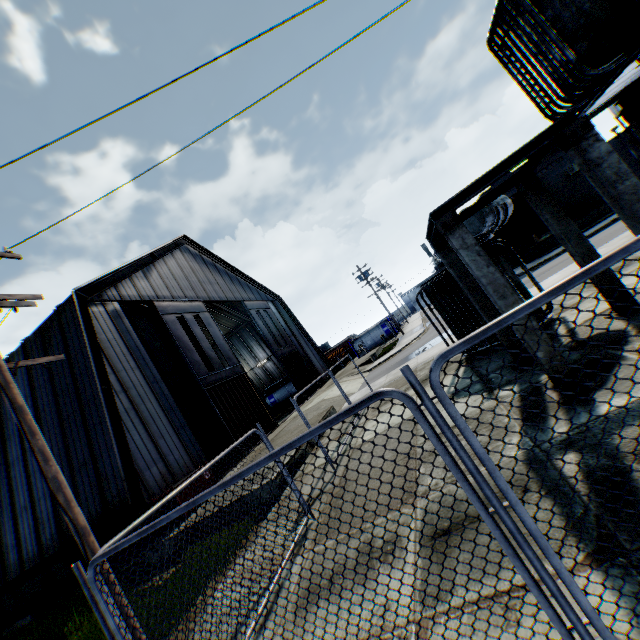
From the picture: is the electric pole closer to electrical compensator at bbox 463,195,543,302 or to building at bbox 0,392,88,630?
building at bbox 0,392,88,630

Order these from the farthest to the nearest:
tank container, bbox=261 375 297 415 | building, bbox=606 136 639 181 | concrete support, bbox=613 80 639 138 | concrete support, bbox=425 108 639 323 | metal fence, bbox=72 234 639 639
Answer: tank container, bbox=261 375 297 415, building, bbox=606 136 639 181, concrete support, bbox=613 80 639 138, concrete support, bbox=425 108 639 323, metal fence, bbox=72 234 639 639

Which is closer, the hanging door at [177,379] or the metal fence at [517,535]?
the metal fence at [517,535]

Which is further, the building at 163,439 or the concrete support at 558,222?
the building at 163,439

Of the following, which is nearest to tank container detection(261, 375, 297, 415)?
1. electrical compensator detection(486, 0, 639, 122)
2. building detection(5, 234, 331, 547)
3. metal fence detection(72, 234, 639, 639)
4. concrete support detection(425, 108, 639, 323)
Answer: building detection(5, 234, 331, 547)

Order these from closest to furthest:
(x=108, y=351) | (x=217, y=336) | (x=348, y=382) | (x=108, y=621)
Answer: (x=108, y=621), (x=108, y=351), (x=217, y=336), (x=348, y=382)

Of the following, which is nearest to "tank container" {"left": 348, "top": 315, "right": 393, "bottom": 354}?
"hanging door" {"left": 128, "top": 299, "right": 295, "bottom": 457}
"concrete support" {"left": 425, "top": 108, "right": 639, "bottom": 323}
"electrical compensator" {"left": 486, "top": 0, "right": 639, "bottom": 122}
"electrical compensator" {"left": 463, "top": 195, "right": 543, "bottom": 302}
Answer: "hanging door" {"left": 128, "top": 299, "right": 295, "bottom": 457}

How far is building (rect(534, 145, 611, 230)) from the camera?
25.6m
